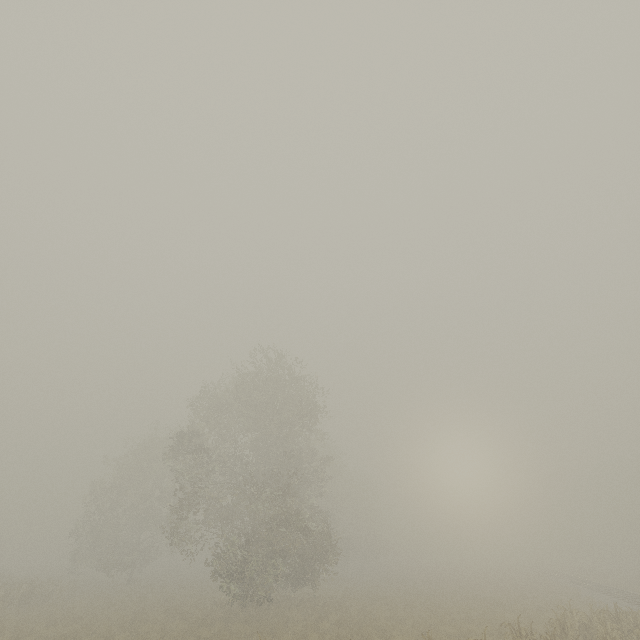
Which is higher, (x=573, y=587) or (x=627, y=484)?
(x=627, y=484)
